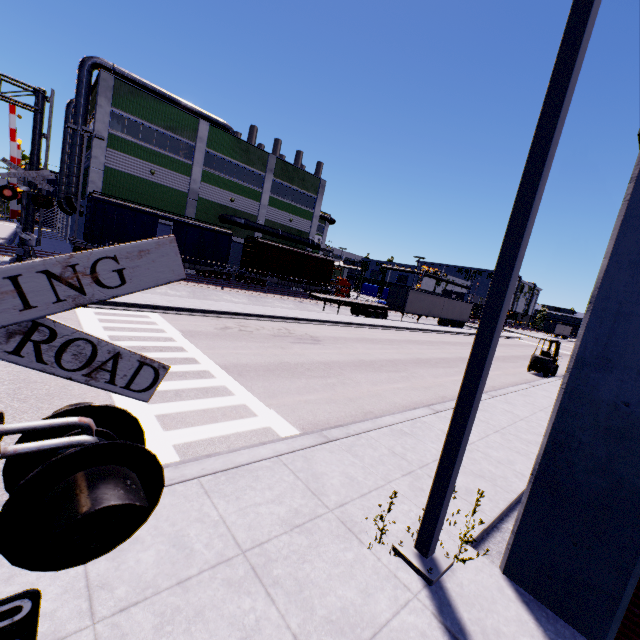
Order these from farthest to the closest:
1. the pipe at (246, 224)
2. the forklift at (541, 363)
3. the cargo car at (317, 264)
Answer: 1. the pipe at (246, 224)
2. the cargo car at (317, 264)
3. the forklift at (541, 363)

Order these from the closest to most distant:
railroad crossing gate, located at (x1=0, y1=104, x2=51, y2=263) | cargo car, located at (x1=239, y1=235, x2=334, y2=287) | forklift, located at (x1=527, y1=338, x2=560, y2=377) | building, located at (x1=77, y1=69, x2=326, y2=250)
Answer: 1. railroad crossing gate, located at (x1=0, y1=104, x2=51, y2=263)
2. forklift, located at (x1=527, y1=338, x2=560, y2=377)
3. building, located at (x1=77, y1=69, x2=326, y2=250)
4. cargo car, located at (x1=239, y1=235, x2=334, y2=287)

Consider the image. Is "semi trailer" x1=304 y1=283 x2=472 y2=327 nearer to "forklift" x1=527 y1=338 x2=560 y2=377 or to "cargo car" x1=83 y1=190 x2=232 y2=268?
"cargo car" x1=83 y1=190 x2=232 y2=268

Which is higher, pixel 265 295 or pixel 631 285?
pixel 631 285

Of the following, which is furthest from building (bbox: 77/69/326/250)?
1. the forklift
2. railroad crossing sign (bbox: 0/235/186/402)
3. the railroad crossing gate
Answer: the forklift

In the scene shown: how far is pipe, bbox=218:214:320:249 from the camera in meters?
34.3

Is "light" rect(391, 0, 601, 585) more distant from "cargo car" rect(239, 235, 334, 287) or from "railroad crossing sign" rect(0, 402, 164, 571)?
"cargo car" rect(239, 235, 334, 287)

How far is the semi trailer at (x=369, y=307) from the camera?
29.30m
